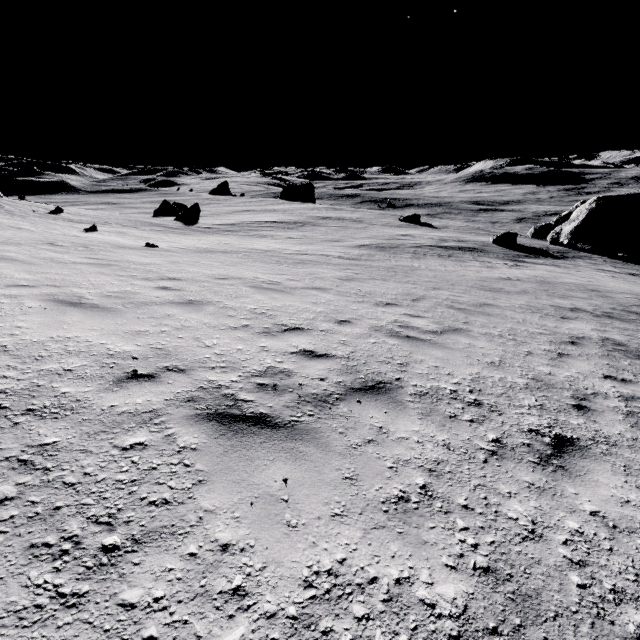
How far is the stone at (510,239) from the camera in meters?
30.1

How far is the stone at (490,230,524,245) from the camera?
30.12m

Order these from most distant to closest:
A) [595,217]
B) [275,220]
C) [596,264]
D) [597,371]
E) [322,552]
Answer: [275,220] < [595,217] < [596,264] < [597,371] < [322,552]
